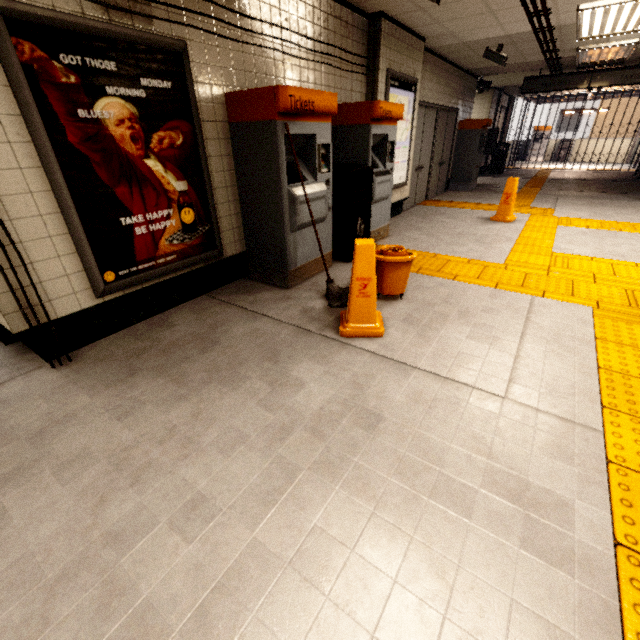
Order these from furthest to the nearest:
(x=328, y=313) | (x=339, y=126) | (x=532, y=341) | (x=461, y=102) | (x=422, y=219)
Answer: (x=461, y=102) → (x=422, y=219) → (x=339, y=126) → (x=328, y=313) → (x=532, y=341)

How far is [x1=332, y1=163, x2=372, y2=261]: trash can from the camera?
3.9 meters

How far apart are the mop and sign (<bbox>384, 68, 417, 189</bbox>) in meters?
3.0 m

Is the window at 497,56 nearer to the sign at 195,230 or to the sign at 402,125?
the sign at 402,125

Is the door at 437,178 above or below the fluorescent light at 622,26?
below

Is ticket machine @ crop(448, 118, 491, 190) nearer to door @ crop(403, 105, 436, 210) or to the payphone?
door @ crop(403, 105, 436, 210)

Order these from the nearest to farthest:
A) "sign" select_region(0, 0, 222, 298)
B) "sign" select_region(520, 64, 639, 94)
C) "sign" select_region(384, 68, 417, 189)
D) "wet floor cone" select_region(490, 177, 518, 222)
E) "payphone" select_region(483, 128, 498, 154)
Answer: "sign" select_region(0, 0, 222, 298) < "sign" select_region(384, 68, 417, 189) < "wet floor cone" select_region(490, 177, 518, 222) < "sign" select_region(520, 64, 639, 94) < "payphone" select_region(483, 128, 498, 154)

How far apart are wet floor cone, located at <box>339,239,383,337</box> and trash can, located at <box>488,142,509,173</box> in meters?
14.4
